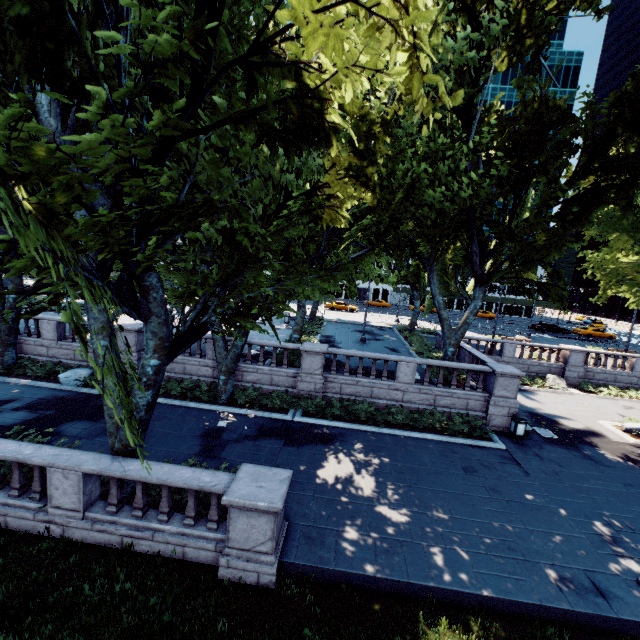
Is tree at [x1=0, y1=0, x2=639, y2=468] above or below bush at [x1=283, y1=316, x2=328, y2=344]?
above

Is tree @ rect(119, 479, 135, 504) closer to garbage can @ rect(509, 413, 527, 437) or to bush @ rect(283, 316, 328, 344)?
bush @ rect(283, 316, 328, 344)

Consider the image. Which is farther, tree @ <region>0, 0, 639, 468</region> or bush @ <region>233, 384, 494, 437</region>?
bush @ <region>233, 384, 494, 437</region>

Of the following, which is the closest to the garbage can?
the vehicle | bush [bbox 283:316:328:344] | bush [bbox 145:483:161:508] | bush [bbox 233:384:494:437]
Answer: bush [bbox 233:384:494:437]

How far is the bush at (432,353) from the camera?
23.2 meters

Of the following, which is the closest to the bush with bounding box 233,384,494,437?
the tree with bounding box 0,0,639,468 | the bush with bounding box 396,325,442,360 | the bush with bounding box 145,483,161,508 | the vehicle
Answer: the tree with bounding box 0,0,639,468

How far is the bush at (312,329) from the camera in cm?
2348

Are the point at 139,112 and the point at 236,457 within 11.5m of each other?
no
